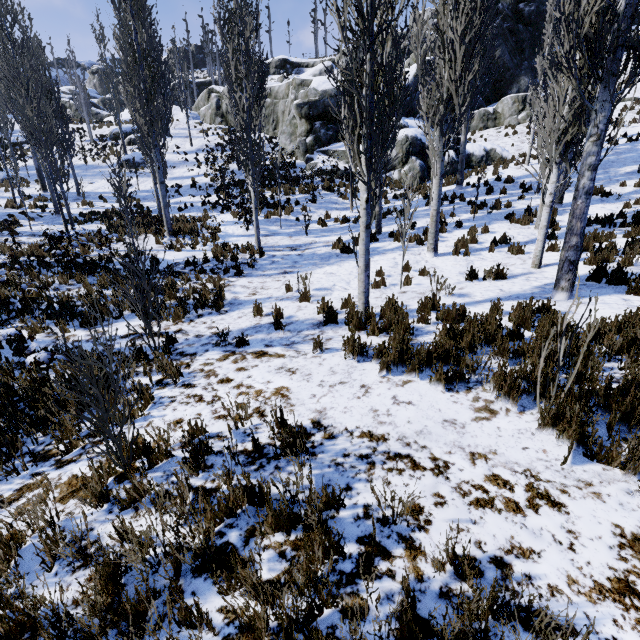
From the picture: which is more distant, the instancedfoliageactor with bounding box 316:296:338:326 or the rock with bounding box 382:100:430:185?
the rock with bounding box 382:100:430:185

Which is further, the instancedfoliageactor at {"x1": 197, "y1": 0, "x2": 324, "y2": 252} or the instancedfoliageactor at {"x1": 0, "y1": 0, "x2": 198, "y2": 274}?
the instancedfoliageactor at {"x1": 0, "y1": 0, "x2": 198, "y2": 274}

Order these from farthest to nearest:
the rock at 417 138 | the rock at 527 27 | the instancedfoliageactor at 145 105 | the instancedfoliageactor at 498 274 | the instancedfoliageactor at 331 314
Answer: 1. the rock at 527 27
2. the rock at 417 138
3. the instancedfoliageactor at 145 105
4. the instancedfoliageactor at 498 274
5. the instancedfoliageactor at 331 314

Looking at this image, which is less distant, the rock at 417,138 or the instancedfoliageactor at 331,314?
the instancedfoliageactor at 331,314

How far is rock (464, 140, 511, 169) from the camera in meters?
19.9 m

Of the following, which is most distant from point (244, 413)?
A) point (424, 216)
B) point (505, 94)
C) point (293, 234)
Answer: point (505, 94)

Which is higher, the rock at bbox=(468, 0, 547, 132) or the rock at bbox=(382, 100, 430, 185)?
the rock at bbox=(468, 0, 547, 132)
